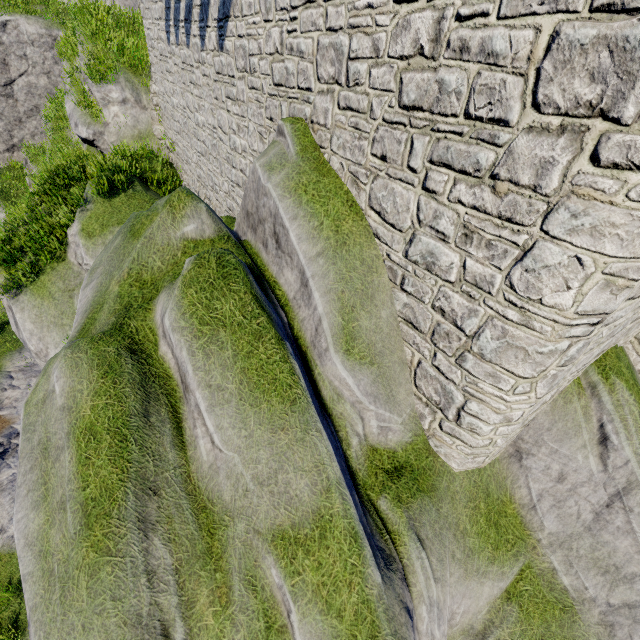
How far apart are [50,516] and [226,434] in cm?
189
